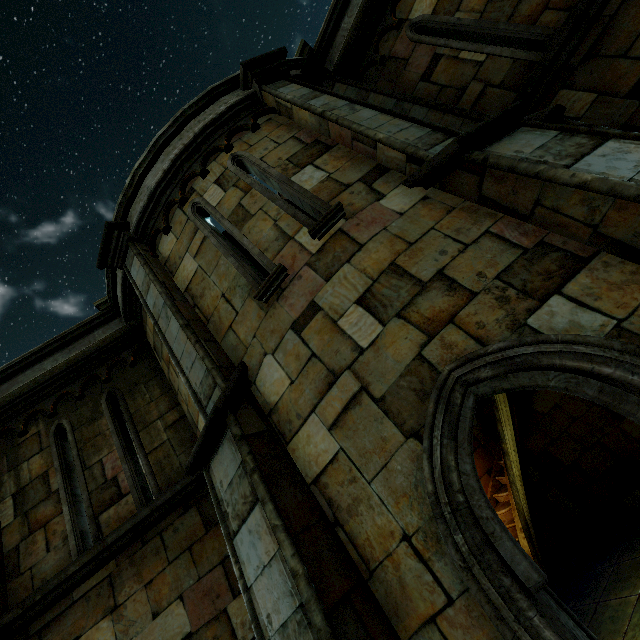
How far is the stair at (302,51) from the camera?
6.52m

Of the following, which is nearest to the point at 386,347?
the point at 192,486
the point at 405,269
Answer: the point at 405,269

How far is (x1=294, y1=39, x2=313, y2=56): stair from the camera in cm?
652
